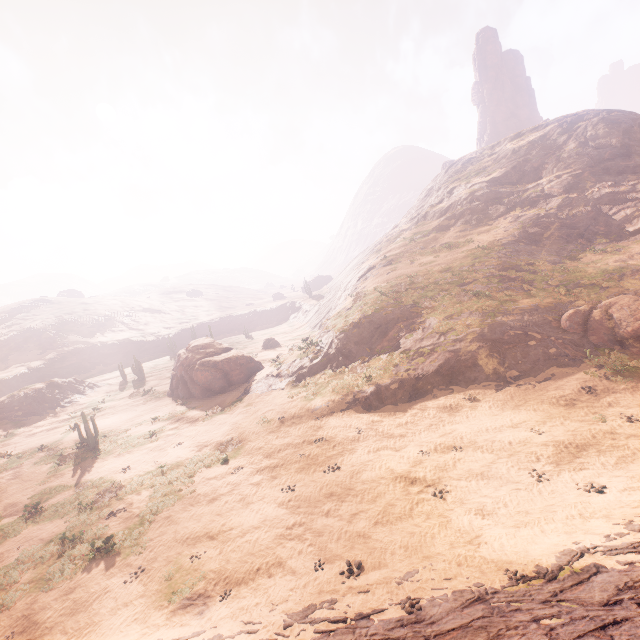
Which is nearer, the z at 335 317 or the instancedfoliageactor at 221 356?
the z at 335 317

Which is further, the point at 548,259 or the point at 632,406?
the point at 548,259

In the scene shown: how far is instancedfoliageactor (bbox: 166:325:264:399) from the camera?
30.0 meters

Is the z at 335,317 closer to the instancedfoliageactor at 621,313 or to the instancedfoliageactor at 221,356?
the instancedfoliageactor at 621,313

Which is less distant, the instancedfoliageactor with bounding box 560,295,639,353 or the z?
the z

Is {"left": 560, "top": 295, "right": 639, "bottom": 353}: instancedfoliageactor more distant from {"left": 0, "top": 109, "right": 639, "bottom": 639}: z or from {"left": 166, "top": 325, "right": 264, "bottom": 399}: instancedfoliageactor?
{"left": 166, "top": 325, "right": 264, "bottom": 399}: instancedfoliageactor

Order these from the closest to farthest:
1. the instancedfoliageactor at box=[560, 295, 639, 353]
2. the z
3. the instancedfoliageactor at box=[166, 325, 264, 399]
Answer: the z, the instancedfoliageactor at box=[560, 295, 639, 353], the instancedfoliageactor at box=[166, 325, 264, 399]
